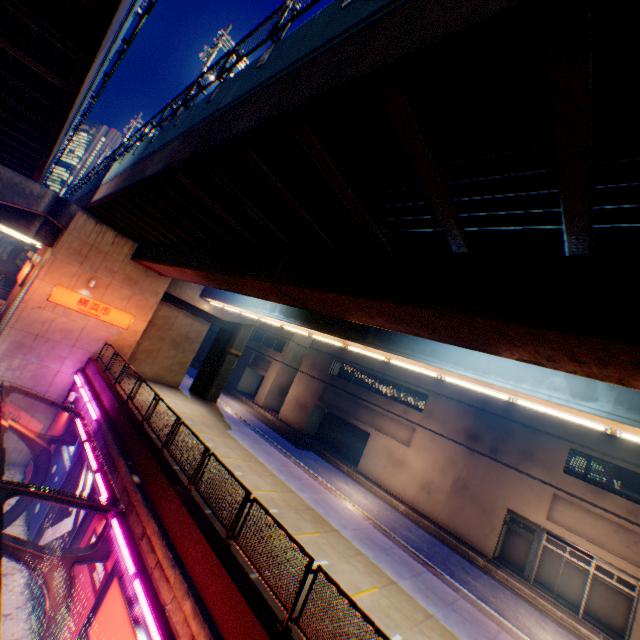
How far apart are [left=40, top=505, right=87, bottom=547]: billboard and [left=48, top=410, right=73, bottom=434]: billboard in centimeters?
450cm

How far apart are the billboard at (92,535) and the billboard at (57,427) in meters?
8.1 m

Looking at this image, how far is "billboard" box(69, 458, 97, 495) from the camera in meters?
12.6 m

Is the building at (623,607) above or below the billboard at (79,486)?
above

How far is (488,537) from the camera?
20.9 meters

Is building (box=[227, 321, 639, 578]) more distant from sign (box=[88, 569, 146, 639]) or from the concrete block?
sign (box=[88, 569, 146, 639])

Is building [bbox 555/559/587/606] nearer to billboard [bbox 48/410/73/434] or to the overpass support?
the overpass support

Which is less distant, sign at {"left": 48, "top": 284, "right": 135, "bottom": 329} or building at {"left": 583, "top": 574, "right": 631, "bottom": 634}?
building at {"left": 583, "top": 574, "right": 631, "bottom": 634}
